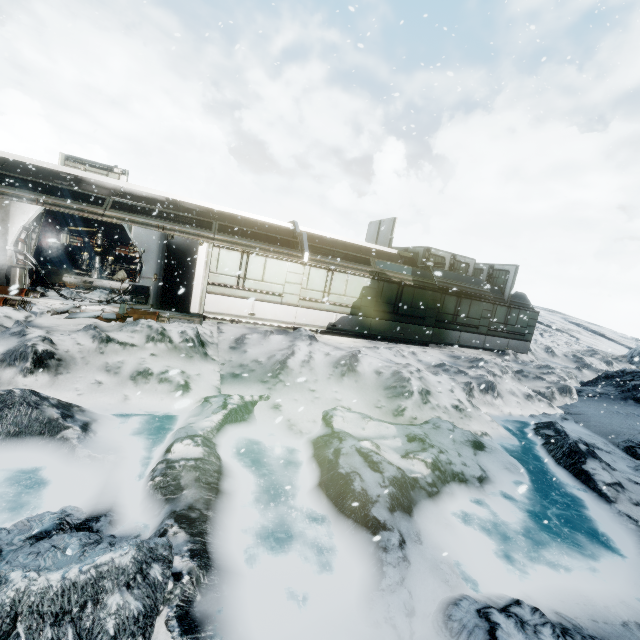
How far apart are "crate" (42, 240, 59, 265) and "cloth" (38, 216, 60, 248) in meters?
0.3

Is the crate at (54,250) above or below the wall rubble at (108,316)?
above

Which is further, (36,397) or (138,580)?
(36,397)

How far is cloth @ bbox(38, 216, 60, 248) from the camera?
18.0 meters

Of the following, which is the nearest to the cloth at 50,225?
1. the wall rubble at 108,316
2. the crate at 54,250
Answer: the crate at 54,250

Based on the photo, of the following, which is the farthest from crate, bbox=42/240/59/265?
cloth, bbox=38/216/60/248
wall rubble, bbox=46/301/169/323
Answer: wall rubble, bbox=46/301/169/323

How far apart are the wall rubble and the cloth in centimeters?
1134cm
